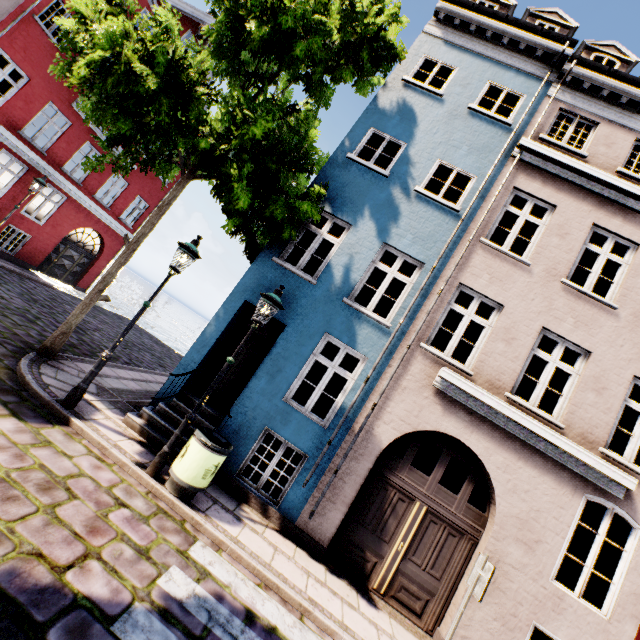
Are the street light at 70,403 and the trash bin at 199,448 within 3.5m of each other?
yes

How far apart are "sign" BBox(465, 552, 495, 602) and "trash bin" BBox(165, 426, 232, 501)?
4.2m

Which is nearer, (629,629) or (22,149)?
(629,629)

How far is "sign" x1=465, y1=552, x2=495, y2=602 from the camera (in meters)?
4.41

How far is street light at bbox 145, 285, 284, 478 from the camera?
5.3 meters

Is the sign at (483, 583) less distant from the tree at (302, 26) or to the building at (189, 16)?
the building at (189, 16)

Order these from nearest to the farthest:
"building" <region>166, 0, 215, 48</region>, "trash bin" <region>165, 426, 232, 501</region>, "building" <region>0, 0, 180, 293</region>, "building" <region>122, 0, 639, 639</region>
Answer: "trash bin" <region>165, 426, 232, 501</region>, "building" <region>122, 0, 639, 639</region>, "building" <region>0, 0, 180, 293</region>, "building" <region>166, 0, 215, 48</region>

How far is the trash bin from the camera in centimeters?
512cm
